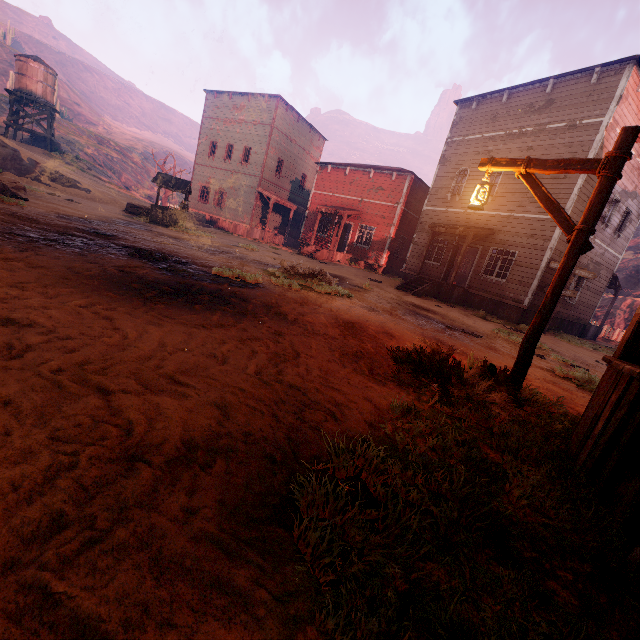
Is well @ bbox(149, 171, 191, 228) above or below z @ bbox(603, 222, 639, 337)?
below

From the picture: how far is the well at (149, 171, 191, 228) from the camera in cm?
1506

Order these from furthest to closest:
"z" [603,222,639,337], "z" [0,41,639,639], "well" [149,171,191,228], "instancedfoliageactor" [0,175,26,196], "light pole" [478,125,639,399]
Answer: "z" [603,222,639,337] → "well" [149,171,191,228] → "instancedfoliageactor" [0,175,26,196] → "light pole" [478,125,639,399] → "z" [0,41,639,639]

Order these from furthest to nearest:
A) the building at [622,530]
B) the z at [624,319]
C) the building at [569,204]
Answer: the z at [624,319]
the building at [569,204]
the building at [622,530]

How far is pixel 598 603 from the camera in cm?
150

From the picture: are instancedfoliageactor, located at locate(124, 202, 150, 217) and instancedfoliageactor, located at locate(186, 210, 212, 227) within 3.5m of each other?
no

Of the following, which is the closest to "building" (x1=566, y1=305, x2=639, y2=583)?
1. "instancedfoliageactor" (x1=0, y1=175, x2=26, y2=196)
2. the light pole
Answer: the light pole

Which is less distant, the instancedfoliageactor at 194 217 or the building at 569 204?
the building at 569 204
